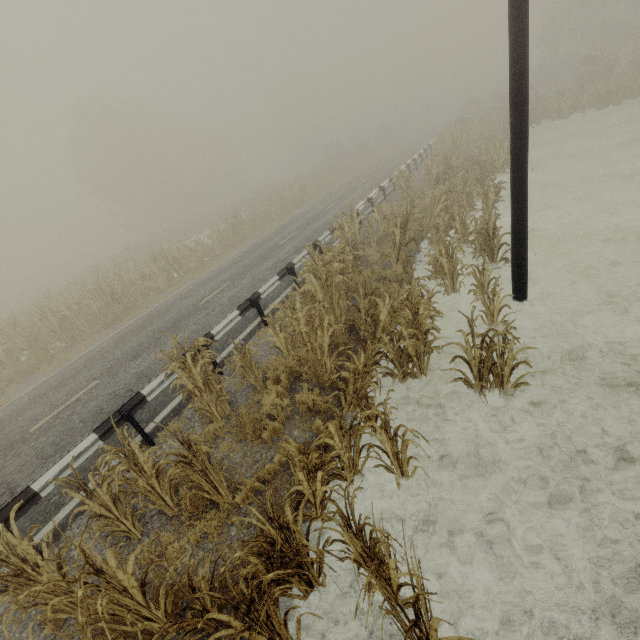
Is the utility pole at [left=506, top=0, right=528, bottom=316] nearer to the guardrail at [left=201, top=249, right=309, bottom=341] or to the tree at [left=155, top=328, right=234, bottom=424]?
the tree at [left=155, top=328, right=234, bottom=424]

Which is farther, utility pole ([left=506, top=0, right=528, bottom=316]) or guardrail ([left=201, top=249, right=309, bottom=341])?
guardrail ([left=201, top=249, right=309, bottom=341])

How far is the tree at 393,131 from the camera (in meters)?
50.72

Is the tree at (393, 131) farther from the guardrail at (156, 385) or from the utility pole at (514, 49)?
the guardrail at (156, 385)

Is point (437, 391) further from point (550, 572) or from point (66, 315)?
point (66, 315)

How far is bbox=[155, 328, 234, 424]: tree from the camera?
5.36m

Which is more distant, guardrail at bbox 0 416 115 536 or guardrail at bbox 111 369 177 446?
guardrail at bbox 111 369 177 446
